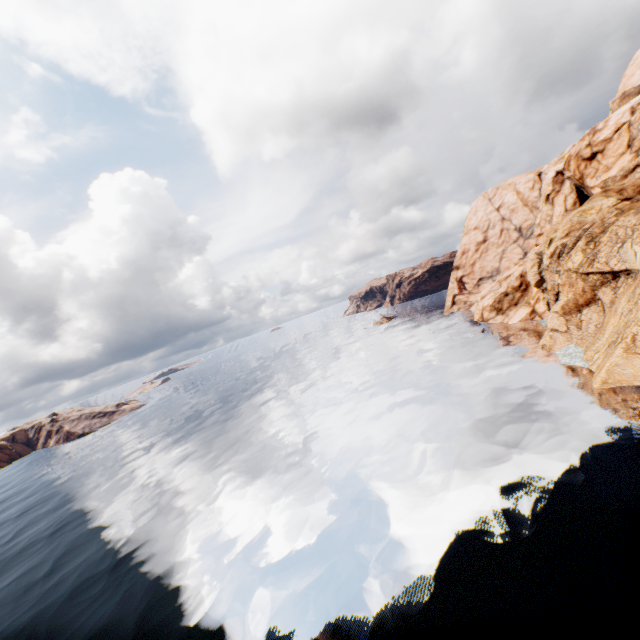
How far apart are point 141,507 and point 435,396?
37.50m
